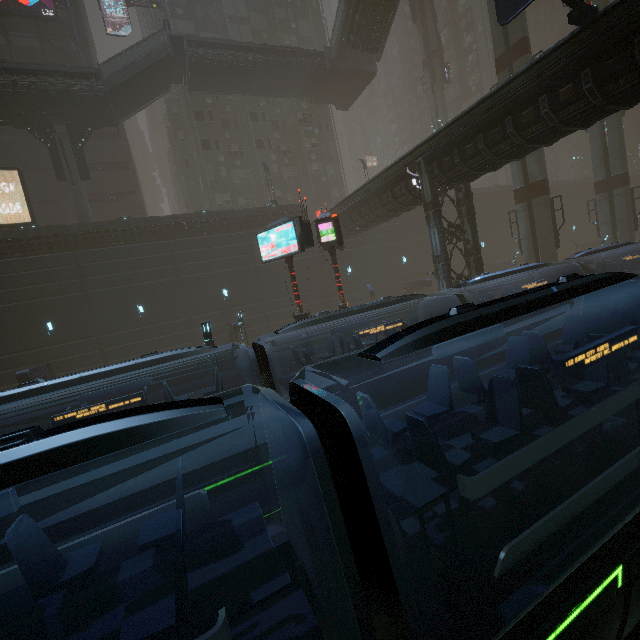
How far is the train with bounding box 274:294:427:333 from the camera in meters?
10.7 m

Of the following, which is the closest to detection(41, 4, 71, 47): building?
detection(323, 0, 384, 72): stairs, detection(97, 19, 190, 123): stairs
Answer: detection(97, 19, 190, 123): stairs

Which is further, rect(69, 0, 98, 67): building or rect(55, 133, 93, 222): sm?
rect(69, 0, 98, 67): building

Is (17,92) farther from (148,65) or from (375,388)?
(375,388)

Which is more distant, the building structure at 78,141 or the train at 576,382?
the building structure at 78,141

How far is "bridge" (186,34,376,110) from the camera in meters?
26.4 m

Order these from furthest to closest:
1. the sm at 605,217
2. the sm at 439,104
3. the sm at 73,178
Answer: the sm at 439,104 < the sm at 605,217 < the sm at 73,178

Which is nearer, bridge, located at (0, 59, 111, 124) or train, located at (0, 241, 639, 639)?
train, located at (0, 241, 639, 639)
